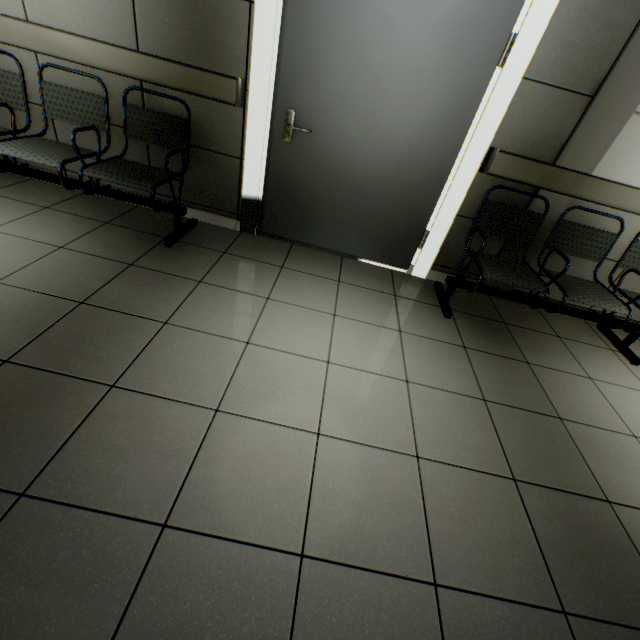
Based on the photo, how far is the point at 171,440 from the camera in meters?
1.4 m

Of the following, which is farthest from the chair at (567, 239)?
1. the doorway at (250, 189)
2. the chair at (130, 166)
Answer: the chair at (130, 166)

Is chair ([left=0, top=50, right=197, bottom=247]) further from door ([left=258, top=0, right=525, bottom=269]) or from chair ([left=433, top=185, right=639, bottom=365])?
chair ([left=433, top=185, right=639, bottom=365])

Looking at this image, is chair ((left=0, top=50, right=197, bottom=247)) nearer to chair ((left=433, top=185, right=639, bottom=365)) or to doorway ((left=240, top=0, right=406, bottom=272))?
doorway ((left=240, top=0, right=406, bottom=272))

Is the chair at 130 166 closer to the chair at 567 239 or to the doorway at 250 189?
the doorway at 250 189

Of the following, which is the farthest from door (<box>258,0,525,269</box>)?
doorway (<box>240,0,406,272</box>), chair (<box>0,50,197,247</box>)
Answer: chair (<box>0,50,197,247</box>)
